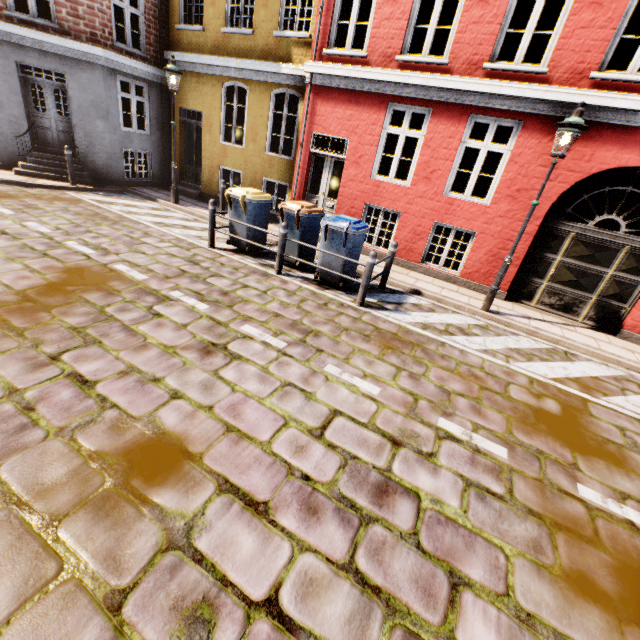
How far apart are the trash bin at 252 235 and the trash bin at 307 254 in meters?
0.4

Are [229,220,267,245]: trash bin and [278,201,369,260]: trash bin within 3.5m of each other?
yes

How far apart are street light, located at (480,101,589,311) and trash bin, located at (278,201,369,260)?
2.9 meters

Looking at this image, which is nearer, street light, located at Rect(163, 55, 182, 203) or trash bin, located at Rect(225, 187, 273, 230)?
trash bin, located at Rect(225, 187, 273, 230)

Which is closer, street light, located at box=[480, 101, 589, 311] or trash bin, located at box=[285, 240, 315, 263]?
street light, located at box=[480, 101, 589, 311]

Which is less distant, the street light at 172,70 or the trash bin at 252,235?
the trash bin at 252,235

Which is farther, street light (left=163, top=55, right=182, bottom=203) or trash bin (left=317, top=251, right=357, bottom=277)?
street light (left=163, top=55, right=182, bottom=203)

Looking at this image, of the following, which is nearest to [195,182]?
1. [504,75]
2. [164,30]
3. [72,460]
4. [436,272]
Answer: [164,30]
